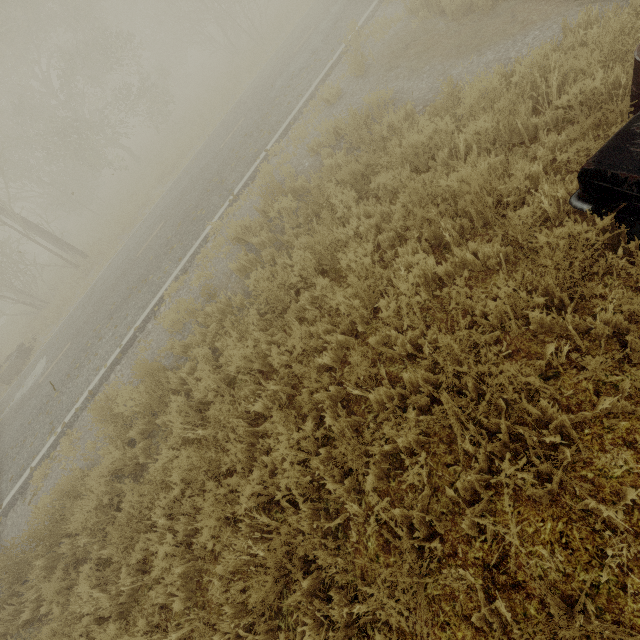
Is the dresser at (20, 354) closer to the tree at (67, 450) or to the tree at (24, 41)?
the tree at (67, 450)

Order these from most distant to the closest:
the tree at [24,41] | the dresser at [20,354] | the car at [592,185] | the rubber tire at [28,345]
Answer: the tree at [24,41], the rubber tire at [28,345], the dresser at [20,354], the car at [592,185]

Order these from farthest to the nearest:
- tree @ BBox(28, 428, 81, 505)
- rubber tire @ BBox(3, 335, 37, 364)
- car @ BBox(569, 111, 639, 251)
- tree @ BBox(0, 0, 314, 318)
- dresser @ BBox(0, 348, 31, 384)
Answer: tree @ BBox(0, 0, 314, 318) < rubber tire @ BBox(3, 335, 37, 364) < dresser @ BBox(0, 348, 31, 384) < tree @ BBox(28, 428, 81, 505) < car @ BBox(569, 111, 639, 251)

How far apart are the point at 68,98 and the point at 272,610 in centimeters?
2478cm

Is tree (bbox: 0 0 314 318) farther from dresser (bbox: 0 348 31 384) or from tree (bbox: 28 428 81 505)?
dresser (bbox: 0 348 31 384)

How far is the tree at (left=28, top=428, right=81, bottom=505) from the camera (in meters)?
6.96

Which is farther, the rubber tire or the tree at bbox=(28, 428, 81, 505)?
the rubber tire

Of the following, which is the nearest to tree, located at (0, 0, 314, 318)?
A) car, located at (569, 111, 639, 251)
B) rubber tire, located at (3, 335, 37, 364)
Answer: rubber tire, located at (3, 335, 37, 364)
